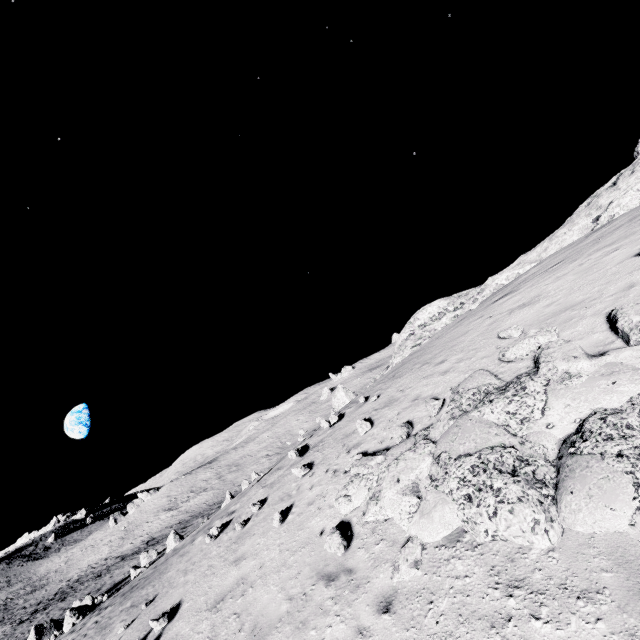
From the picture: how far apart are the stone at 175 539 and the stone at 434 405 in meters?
27.3 m

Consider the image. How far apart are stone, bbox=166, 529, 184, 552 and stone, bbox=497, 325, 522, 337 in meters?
29.1 m

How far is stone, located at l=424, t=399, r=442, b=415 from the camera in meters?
8.0 m

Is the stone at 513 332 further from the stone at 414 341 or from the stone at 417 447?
the stone at 414 341

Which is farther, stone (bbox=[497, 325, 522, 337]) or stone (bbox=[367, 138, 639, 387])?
stone (bbox=[367, 138, 639, 387])

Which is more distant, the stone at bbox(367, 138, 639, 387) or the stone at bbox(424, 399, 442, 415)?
the stone at bbox(367, 138, 639, 387)

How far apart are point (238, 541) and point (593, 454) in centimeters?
894cm

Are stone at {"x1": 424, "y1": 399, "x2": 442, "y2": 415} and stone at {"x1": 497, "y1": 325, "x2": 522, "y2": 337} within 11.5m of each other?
yes
